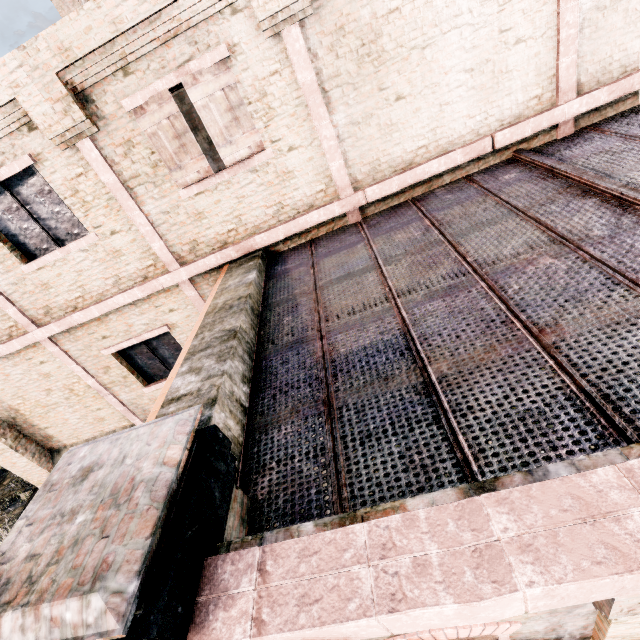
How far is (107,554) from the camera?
1.88m
